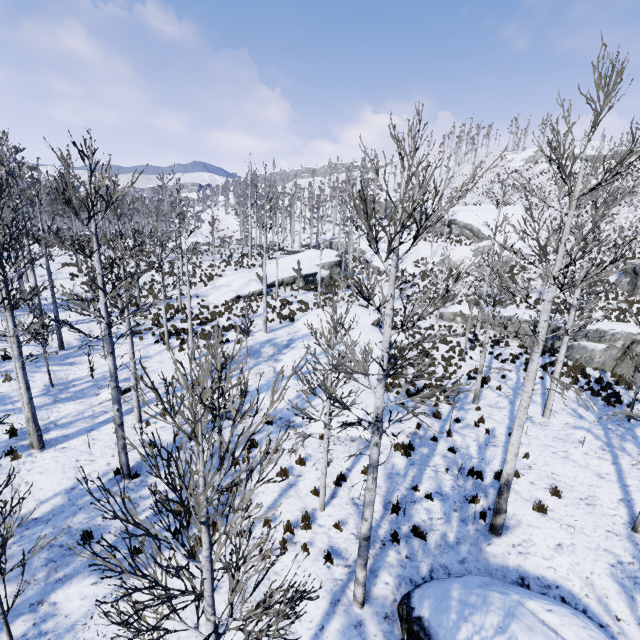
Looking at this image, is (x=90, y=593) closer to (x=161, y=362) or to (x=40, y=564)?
(x=40, y=564)

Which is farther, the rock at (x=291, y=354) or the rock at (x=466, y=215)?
the rock at (x=466, y=215)

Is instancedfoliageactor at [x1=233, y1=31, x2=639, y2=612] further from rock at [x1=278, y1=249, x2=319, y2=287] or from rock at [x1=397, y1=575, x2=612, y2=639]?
rock at [x1=397, y1=575, x2=612, y2=639]

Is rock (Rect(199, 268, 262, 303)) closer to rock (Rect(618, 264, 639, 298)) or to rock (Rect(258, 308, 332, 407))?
rock (Rect(258, 308, 332, 407))

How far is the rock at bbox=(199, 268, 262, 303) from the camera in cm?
2619

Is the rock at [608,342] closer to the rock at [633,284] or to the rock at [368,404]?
the rock at [633,284]

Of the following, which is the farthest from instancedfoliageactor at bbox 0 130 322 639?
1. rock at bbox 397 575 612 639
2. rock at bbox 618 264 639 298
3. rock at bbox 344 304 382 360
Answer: rock at bbox 618 264 639 298

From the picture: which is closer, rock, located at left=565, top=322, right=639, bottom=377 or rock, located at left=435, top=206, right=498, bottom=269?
rock, located at left=565, top=322, right=639, bottom=377
